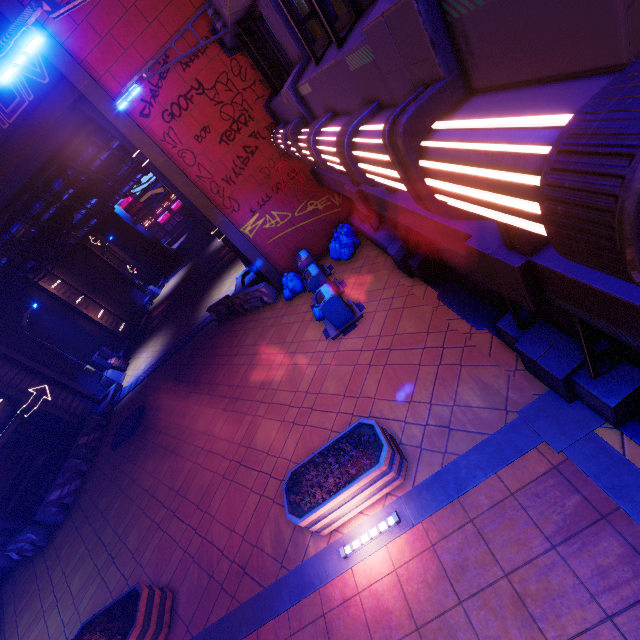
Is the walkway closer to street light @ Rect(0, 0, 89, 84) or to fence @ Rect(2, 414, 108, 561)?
fence @ Rect(2, 414, 108, 561)

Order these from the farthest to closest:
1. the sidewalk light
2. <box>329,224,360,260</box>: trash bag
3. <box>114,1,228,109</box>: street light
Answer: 1. <box>329,224,360,260</box>: trash bag
2. <box>114,1,228,109</box>: street light
3. the sidewalk light

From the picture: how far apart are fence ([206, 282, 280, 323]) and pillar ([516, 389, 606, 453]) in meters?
10.1 m

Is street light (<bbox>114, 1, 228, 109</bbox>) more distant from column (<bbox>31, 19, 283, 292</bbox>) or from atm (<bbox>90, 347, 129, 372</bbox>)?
atm (<bbox>90, 347, 129, 372</bbox>)

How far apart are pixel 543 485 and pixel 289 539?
4.6 meters

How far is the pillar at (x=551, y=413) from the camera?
4.54m

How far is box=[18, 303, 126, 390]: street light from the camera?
16.86m

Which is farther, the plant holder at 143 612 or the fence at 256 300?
the fence at 256 300
